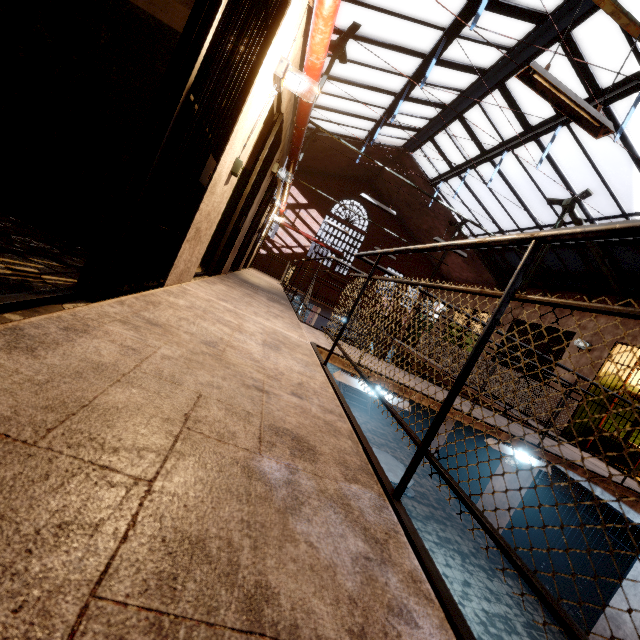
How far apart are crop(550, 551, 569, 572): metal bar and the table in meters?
2.7

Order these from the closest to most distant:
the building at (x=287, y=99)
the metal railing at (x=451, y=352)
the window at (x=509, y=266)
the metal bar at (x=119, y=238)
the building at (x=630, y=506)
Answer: the metal railing at (x=451, y=352) < the metal bar at (x=119, y=238) < the building at (x=287, y=99) < the building at (x=630, y=506) < the window at (x=509, y=266)

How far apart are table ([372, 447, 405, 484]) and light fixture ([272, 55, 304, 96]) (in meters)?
6.20

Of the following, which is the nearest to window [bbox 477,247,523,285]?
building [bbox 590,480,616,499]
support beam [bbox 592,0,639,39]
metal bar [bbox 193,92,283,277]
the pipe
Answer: support beam [bbox 592,0,639,39]

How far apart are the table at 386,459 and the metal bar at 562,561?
2.7 meters

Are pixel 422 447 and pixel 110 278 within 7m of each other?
yes

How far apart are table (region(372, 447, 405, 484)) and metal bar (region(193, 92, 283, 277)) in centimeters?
465cm

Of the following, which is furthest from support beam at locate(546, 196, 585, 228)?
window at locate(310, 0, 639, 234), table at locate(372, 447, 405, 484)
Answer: table at locate(372, 447, 405, 484)
